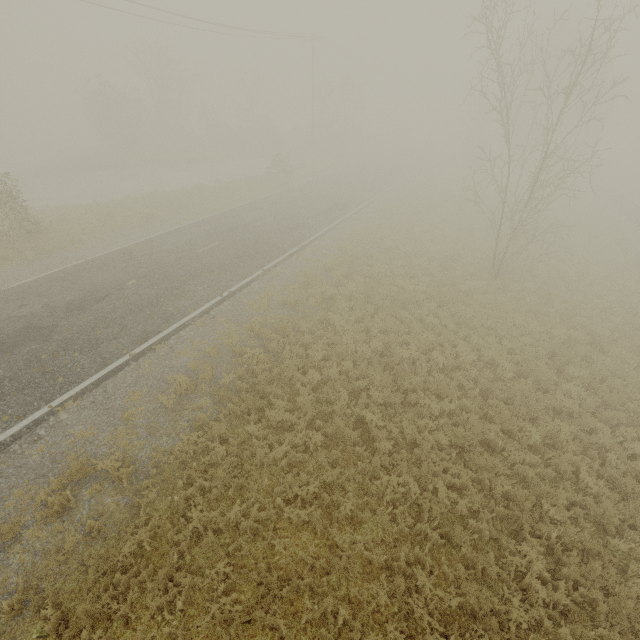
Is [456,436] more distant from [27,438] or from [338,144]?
[338,144]

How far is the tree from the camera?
31.4m

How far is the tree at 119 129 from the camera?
31.4 meters
